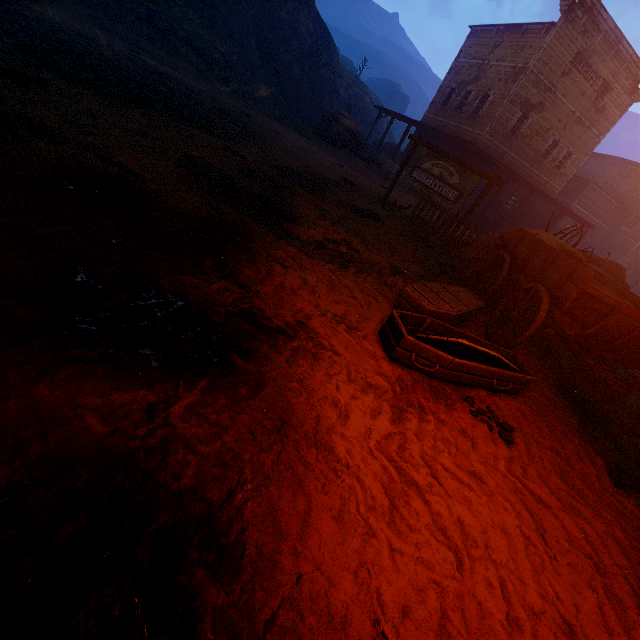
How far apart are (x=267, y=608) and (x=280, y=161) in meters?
9.9 m

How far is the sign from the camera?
8.9 meters

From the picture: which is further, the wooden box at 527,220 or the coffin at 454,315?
the wooden box at 527,220

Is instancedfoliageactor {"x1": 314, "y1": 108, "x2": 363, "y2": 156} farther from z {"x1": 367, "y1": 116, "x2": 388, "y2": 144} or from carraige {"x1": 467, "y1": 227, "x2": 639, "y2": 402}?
carraige {"x1": 467, "y1": 227, "x2": 639, "y2": 402}

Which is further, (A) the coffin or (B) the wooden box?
(B) the wooden box

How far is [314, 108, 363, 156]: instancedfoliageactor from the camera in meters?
20.3

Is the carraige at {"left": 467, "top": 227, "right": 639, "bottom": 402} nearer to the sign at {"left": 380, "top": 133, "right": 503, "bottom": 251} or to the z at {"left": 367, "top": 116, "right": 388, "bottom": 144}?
the z at {"left": 367, "top": 116, "right": 388, "bottom": 144}

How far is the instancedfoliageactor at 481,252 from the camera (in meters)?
7.57
